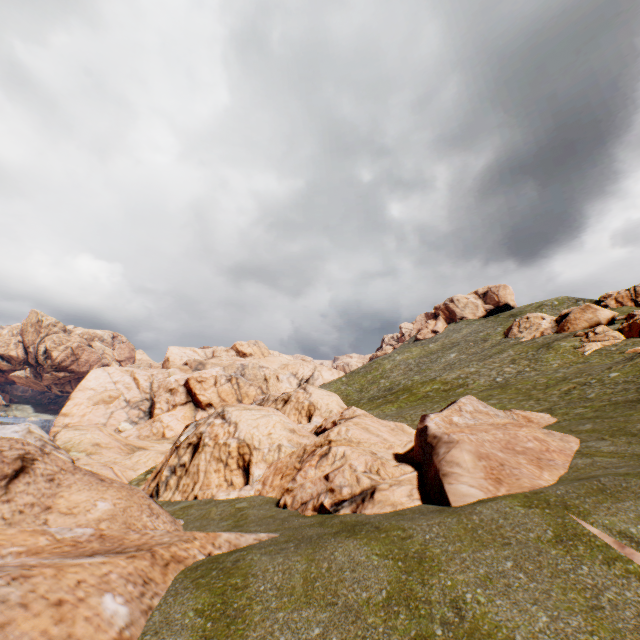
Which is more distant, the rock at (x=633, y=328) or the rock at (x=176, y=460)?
the rock at (x=633, y=328)

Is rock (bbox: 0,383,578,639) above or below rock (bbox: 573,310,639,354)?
below

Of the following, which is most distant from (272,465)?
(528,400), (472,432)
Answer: (528,400)

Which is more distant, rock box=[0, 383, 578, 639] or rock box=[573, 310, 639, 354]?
rock box=[573, 310, 639, 354]

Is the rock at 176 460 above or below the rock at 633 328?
below
